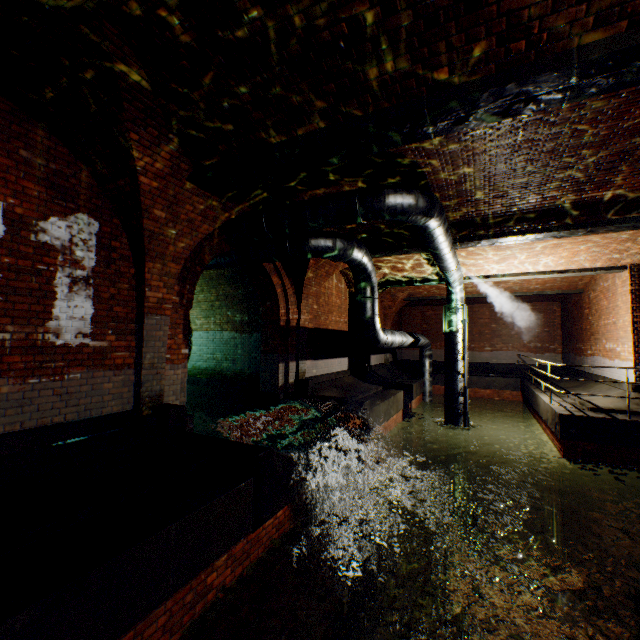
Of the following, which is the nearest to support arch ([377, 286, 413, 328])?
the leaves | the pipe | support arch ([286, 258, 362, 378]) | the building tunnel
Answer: the pipe

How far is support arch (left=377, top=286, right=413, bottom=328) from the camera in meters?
16.7

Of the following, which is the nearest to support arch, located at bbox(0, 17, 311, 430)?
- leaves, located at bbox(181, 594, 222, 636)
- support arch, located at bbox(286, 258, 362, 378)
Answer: support arch, located at bbox(286, 258, 362, 378)

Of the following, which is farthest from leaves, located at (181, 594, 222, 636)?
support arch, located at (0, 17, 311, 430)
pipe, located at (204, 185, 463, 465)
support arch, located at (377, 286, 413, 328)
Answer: support arch, located at (377, 286, 413, 328)

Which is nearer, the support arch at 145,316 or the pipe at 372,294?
the support arch at 145,316

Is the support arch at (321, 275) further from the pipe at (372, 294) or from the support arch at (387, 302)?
the support arch at (387, 302)

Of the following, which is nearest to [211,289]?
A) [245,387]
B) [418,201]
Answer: [245,387]

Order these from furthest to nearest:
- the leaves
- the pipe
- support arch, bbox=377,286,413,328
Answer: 1. support arch, bbox=377,286,413,328
2. the pipe
3. the leaves
